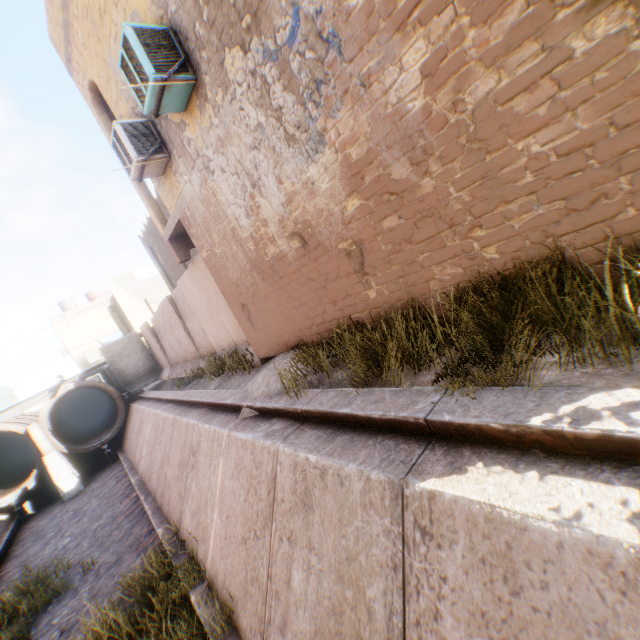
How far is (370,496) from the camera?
2.9 meters

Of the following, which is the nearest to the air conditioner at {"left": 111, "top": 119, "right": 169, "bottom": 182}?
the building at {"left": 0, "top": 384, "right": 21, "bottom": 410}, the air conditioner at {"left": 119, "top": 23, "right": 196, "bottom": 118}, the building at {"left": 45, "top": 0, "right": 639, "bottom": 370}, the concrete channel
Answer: the building at {"left": 45, "top": 0, "right": 639, "bottom": 370}

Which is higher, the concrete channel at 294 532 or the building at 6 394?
the building at 6 394

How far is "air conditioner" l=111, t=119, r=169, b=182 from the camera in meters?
6.3

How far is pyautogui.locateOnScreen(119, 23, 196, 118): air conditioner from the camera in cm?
465

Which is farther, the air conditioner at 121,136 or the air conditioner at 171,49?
the air conditioner at 121,136

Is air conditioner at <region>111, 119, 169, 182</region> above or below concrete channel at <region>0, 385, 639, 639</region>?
above
